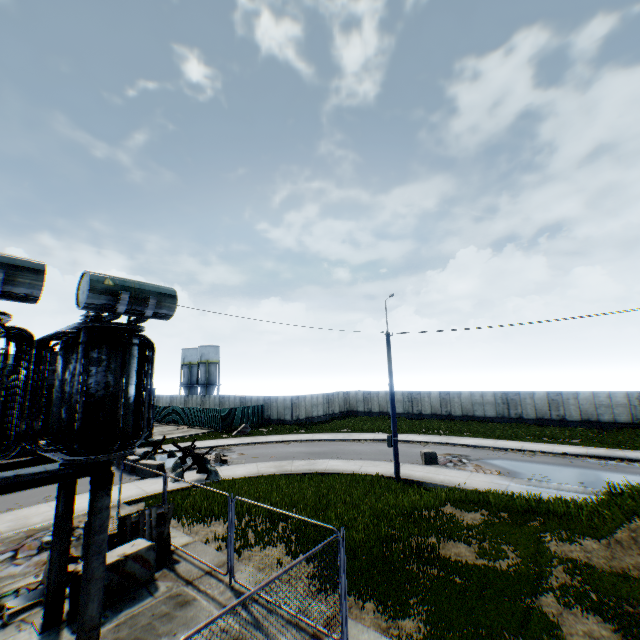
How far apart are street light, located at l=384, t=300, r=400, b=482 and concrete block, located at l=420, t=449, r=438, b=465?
3.90m

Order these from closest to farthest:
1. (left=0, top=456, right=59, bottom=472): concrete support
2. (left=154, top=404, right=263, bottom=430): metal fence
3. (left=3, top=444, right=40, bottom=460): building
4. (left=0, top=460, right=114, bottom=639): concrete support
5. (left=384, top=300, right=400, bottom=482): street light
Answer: (left=0, top=460, right=114, bottom=639): concrete support, (left=0, top=456, right=59, bottom=472): concrete support, (left=384, top=300, right=400, bottom=482): street light, (left=3, top=444, right=40, bottom=460): building, (left=154, top=404, right=263, bottom=430): metal fence

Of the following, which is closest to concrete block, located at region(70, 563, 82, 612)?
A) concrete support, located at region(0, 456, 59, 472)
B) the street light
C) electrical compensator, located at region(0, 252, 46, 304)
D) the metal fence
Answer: concrete support, located at region(0, 456, 59, 472)

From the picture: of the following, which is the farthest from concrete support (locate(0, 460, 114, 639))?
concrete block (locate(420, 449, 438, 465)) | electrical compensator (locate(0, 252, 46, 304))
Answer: concrete block (locate(420, 449, 438, 465))

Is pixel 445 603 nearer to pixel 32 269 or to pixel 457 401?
pixel 32 269

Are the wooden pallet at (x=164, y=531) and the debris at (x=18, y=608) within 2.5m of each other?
yes

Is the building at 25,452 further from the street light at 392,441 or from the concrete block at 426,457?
the concrete block at 426,457

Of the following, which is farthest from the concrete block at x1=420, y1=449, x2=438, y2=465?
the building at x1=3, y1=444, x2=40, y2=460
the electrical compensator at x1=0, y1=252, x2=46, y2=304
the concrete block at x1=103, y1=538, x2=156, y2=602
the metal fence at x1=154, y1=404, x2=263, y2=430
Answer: the building at x1=3, y1=444, x2=40, y2=460
